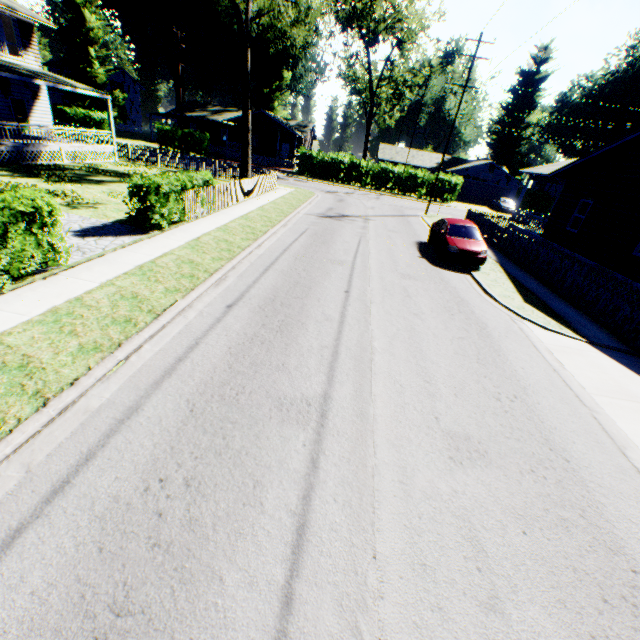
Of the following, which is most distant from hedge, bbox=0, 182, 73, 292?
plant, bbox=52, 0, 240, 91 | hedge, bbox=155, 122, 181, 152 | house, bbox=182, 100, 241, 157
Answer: house, bbox=182, 100, 241, 157

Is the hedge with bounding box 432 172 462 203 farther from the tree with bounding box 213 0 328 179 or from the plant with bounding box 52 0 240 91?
the plant with bounding box 52 0 240 91

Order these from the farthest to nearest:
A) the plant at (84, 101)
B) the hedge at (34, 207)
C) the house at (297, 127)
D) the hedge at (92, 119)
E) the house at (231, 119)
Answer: the house at (231, 119)
the house at (297, 127)
the plant at (84, 101)
the hedge at (92, 119)
the hedge at (34, 207)

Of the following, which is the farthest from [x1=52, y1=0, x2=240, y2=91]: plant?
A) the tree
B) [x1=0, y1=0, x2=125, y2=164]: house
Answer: the tree

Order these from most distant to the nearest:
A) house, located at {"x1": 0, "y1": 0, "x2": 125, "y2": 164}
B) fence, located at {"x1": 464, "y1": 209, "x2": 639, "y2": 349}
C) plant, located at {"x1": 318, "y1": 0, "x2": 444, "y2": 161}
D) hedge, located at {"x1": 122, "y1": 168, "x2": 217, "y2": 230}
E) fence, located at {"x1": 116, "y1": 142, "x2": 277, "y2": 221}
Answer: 1. plant, located at {"x1": 318, "y1": 0, "x2": 444, "y2": 161}
2. house, located at {"x1": 0, "y1": 0, "x2": 125, "y2": 164}
3. fence, located at {"x1": 116, "y1": 142, "x2": 277, "y2": 221}
4. hedge, located at {"x1": 122, "y1": 168, "x2": 217, "y2": 230}
5. fence, located at {"x1": 464, "y1": 209, "x2": 639, "y2": 349}

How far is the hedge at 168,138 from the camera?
40.2m

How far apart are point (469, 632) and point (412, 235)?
18.4m

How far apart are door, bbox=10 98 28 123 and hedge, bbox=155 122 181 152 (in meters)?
19.10
